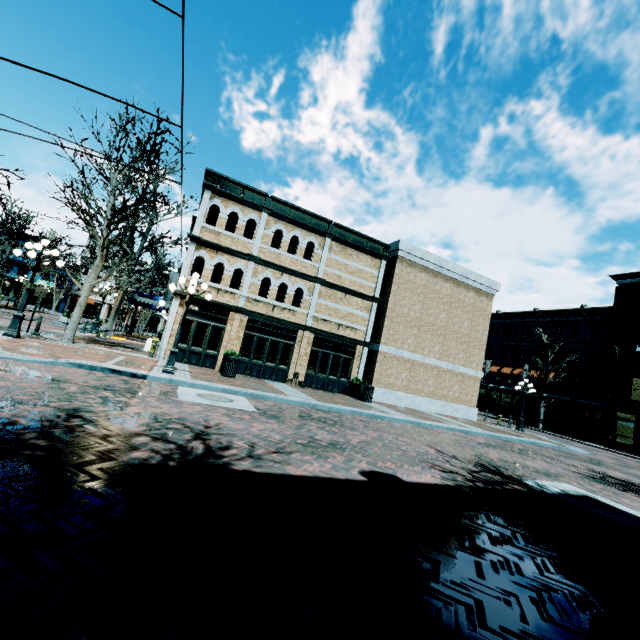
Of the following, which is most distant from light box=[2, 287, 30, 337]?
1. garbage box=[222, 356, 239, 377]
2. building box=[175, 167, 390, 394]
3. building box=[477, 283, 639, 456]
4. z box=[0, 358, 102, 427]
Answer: building box=[477, 283, 639, 456]

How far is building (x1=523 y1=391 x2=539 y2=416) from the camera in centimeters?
3622cm

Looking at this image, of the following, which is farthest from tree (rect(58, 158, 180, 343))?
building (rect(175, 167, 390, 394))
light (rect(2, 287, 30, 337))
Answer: building (rect(175, 167, 390, 394))

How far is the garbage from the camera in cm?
1427

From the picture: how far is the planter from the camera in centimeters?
1768cm

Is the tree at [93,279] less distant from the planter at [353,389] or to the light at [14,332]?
the light at [14,332]

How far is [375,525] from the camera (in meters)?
3.70

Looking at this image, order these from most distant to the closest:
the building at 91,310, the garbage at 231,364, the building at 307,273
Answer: the building at 91,310 < the building at 307,273 < the garbage at 231,364
